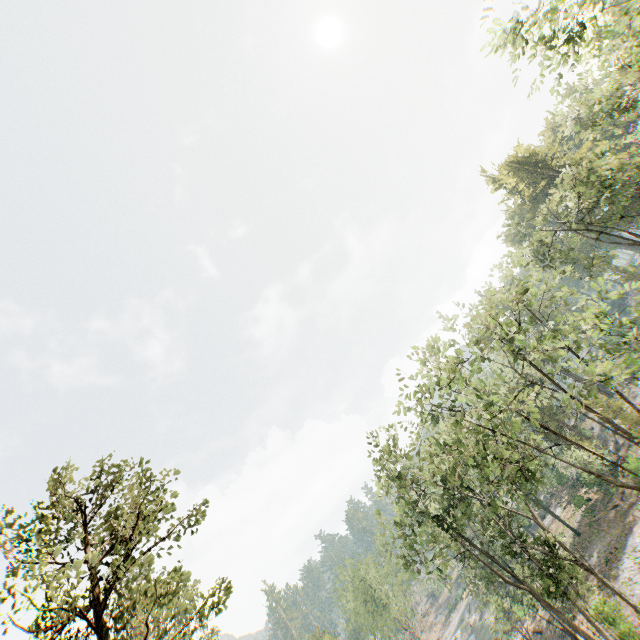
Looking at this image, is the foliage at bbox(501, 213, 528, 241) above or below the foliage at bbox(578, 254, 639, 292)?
above

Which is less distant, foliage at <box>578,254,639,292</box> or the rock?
foliage at <box>578,254,639,292</box>

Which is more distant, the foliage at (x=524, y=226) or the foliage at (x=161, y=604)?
the foliage at (x=524, y=226)

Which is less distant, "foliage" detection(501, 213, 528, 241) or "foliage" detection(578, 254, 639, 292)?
"foliage" detection(578, 254, 639, 292)

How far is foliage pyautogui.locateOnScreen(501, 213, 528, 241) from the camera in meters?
32.2 m

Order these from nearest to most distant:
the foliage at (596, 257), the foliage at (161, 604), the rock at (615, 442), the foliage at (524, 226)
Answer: the foliage at (161, 604)
the foliage at (596, 257)
the foliage at (524, 226)
the rock at (615, 442)

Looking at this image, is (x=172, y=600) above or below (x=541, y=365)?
above
